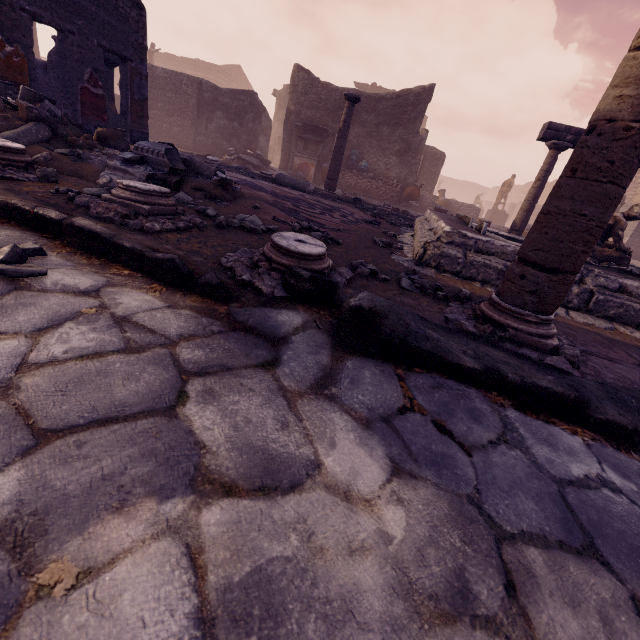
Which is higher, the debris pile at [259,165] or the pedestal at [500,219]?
the pedestal at [500,219]

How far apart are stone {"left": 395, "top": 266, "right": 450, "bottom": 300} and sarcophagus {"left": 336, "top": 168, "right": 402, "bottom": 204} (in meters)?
11.52

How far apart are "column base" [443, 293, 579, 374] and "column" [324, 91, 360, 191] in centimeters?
687cm

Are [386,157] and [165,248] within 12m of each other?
no

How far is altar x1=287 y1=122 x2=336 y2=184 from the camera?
13.39m

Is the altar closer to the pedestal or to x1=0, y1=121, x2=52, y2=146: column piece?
x1=0, y1=121, x2=52, y2=146: column piece

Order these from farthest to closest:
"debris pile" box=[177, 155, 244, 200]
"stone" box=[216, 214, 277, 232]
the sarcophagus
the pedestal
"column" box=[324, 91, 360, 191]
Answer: the pedestal < the sarcophagus < "column" box=[324, 91, 360, 191] < "debris pile" box=[177, 155, 244, 200] < "stone" box=[216, 214, 277, 232]

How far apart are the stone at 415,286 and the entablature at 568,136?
7.07m
